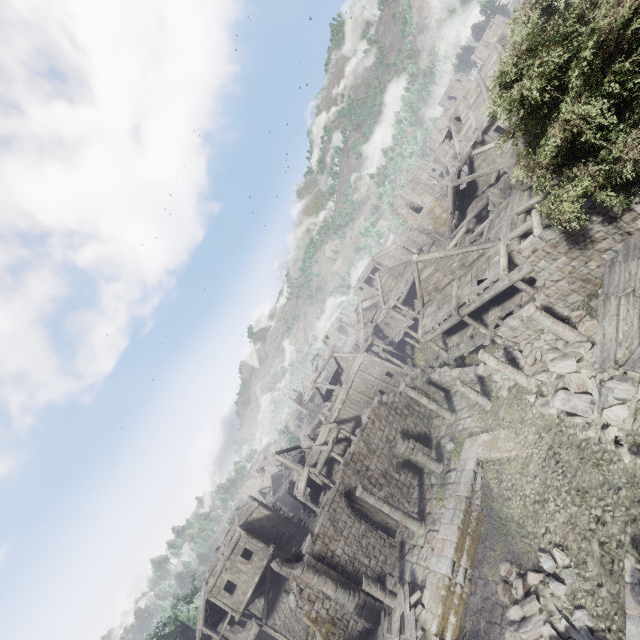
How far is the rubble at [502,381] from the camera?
16.8m

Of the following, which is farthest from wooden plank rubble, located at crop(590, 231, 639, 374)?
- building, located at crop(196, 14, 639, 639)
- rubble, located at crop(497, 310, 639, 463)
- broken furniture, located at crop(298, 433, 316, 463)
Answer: broken furniture, located at crop(298, 433, 316, 463)

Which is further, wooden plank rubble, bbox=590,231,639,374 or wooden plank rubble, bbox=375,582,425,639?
wooden plank rubble, bbox=375,582,425,639

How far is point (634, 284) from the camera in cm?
841

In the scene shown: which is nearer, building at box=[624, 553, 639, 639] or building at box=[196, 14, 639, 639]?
building at box=[624, 553, 639, 639]

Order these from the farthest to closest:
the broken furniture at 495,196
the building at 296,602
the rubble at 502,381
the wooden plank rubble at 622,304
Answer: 1. the broken furniture at 495,196
2. the rubble at 502,381
3. the building at 296,602
4. the wooden plank rubble at 622,304

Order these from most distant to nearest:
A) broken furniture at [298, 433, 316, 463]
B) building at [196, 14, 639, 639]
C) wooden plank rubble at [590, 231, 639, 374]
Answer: broken furniture at [298, 433, 316, 463]
building at [196, 14, 639, 639]
wooden plank rubble at [590, 231, 639, 374]

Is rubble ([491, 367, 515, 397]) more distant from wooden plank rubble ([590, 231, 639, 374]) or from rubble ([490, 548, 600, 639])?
rubble ([490, 548, 600, 639])
